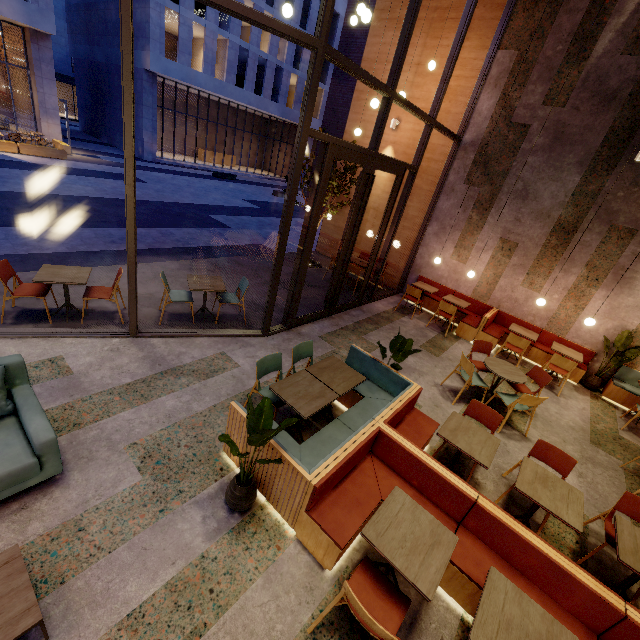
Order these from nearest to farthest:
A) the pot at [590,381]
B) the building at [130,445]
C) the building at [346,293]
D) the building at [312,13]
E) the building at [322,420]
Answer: the building at [130,445] → the building at [322,420] → the pot at [590,381] → the building at [346,293] → the building at [312,13]

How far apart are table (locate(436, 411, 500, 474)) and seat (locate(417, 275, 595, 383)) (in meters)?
4.61

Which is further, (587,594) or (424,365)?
(424,365)

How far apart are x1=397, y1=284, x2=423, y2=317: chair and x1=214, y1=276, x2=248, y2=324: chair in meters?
4.5 m

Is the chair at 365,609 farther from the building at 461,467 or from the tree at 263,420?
the tree at 263,420

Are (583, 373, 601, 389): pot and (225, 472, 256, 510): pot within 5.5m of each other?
no

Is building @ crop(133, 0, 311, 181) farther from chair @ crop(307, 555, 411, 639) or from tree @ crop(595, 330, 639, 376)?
chair @ crop(307, 555, 411, 639)

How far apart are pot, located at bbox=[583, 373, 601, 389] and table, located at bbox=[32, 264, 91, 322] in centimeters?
1070cm
